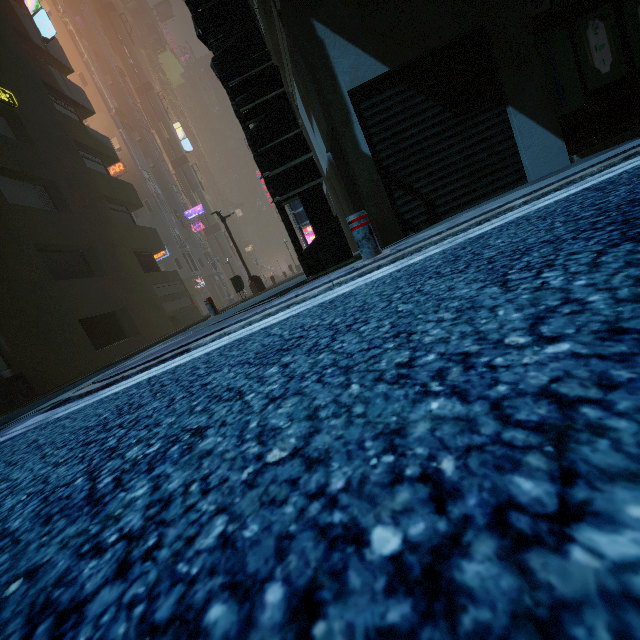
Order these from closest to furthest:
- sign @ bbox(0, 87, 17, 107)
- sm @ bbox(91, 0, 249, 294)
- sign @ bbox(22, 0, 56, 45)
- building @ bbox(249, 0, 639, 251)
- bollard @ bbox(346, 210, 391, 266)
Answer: bollard @ bbox(346, 210, 391, 266) < building @ bbox(249, 0, 639, 251) < sign @ bbox(0, 87, 17, 107) < sign @ bbox(22, 0, 56, 45) < sm @ bbox(91, 0, 249, 294)

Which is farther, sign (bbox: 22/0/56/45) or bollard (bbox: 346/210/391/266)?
sign (bbox: 22/0/56/45)

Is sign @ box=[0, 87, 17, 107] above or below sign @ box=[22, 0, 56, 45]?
below

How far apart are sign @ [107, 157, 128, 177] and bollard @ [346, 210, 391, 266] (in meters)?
34.90

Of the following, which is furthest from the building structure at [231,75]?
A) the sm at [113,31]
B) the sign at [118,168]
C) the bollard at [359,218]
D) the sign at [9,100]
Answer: the sm at [113,31]

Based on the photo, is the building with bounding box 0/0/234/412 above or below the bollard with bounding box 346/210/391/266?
above

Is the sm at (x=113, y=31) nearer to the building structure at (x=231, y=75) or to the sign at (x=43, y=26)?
the sign at (x=43, y=26)

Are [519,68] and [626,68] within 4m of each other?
yes
